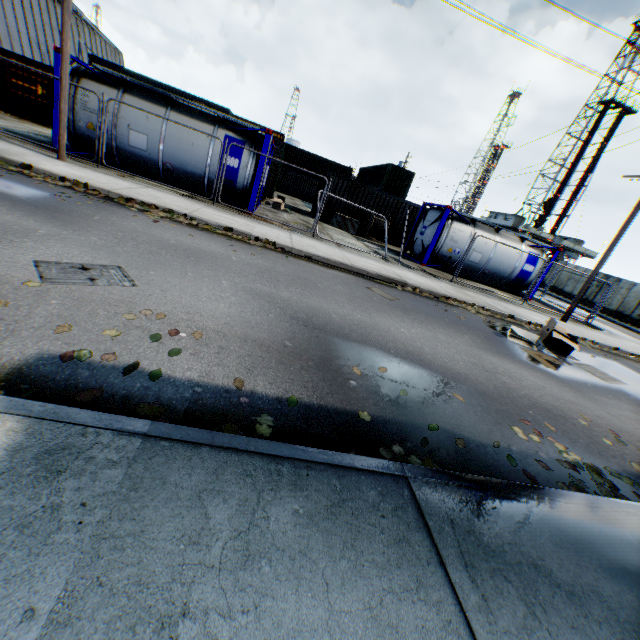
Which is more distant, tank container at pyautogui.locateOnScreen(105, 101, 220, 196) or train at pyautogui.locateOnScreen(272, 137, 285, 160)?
train at pyautogui.locateOnScreen(272, 137, 285, 160)

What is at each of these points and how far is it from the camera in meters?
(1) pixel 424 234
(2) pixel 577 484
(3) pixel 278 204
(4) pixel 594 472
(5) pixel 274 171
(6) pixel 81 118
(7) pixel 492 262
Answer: (1) tank container, 16.8 m
(2) leaf decal, 3.2 m
(3) debris, 17.8 m
(4) leaf decal, 3.6 m
(5) train, 19.2 m
(6) tank container, 10.7 m
(7) tank container, 16.6 m

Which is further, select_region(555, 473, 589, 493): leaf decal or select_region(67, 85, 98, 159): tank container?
select_region(67, 85, 98, 159): tank container

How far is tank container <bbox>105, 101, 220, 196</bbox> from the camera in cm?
1092

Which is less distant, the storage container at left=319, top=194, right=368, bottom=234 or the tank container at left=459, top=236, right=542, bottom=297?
the tank container at left=459, top=236, right=542, bottom=297

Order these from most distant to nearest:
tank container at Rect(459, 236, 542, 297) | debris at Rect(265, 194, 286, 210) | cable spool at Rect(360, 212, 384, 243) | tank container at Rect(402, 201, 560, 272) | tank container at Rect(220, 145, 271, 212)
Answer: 1. cable spool at Rect(360, 212, 384, 243)
2. debris at Rect(265, 194, 286, 210)
3. tank container at Rect(459, 236, 542, 297)
4. tank container at Rect(402, 201, 560, 272)
5. tank container at Rect(220, 145, 271, 212)

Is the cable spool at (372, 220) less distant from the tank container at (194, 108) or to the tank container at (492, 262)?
the tank container at (492, 262)

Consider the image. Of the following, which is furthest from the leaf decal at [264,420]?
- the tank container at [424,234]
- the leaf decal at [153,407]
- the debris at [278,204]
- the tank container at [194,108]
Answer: the debris at [278,204]
